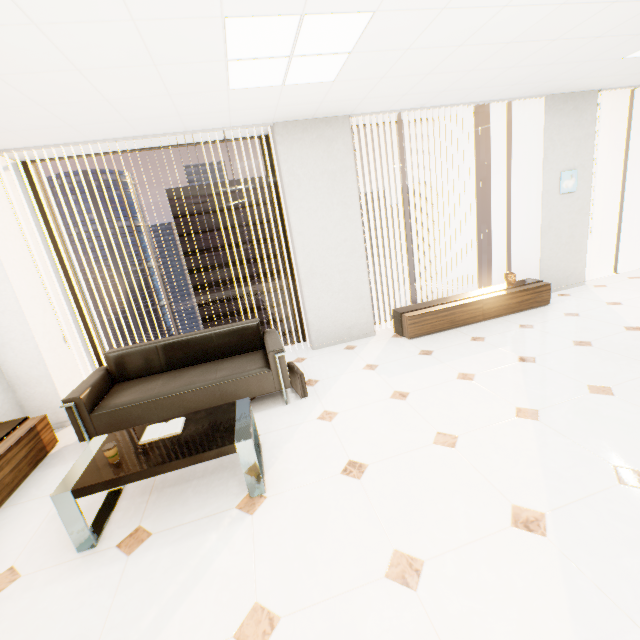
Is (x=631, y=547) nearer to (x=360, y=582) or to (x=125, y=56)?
(x=360, y=582)

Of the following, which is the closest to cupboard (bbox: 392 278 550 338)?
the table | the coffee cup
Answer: the table

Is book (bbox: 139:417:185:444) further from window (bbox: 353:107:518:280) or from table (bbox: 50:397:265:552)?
window (bbox: 353:107:518:280)

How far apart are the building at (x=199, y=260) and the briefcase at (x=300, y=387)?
57.7 meters

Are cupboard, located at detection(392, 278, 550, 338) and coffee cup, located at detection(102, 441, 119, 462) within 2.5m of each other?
no

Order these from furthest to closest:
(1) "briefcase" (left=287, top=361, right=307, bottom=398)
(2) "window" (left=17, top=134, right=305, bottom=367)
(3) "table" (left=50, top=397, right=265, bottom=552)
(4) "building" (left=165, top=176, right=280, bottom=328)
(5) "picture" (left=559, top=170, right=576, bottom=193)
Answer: (4) "building" (left=165, top=176, right=280, bottom=328) → (5) "picture" (left=559, top=170, right=576, bottom=193) → (2) "window" (left=17, top=134, right=305, bottom=367) → (1) "briefcase" (left=287, top=361, right=307, bottom=398) → (3) "table" (left=50, top=397, right=265, bottom=552)

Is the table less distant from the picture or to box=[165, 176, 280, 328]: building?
the picture

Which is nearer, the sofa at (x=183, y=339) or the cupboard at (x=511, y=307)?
the sofa at (x=183, y=339)
